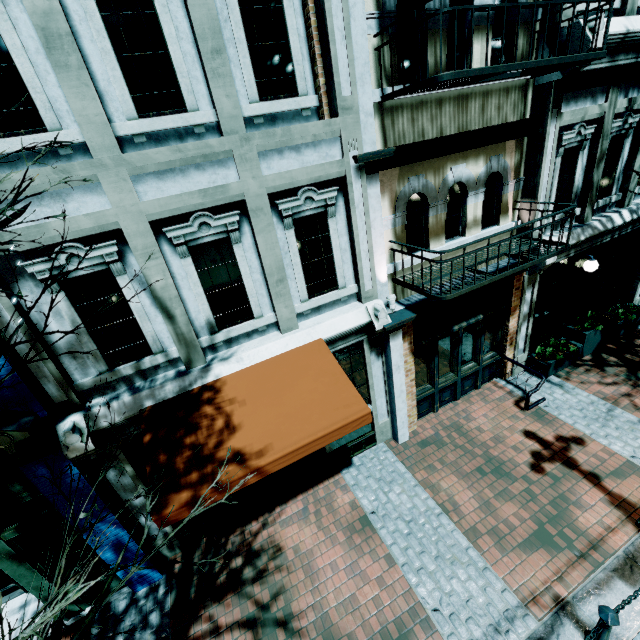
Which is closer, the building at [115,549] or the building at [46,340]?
the building at [46,340]

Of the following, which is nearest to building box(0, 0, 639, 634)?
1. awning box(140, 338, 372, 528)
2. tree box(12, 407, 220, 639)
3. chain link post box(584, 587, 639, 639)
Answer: awning box(140, 338, 372, 528)

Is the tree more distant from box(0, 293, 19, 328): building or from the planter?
the planter

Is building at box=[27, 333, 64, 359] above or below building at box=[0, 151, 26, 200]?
below

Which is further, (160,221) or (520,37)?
(520,37)

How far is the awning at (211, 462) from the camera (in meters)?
4.01

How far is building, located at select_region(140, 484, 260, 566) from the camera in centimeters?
612cm

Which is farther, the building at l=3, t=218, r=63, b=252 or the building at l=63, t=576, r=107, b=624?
the building at l=63, t=576, r=107, b=624
